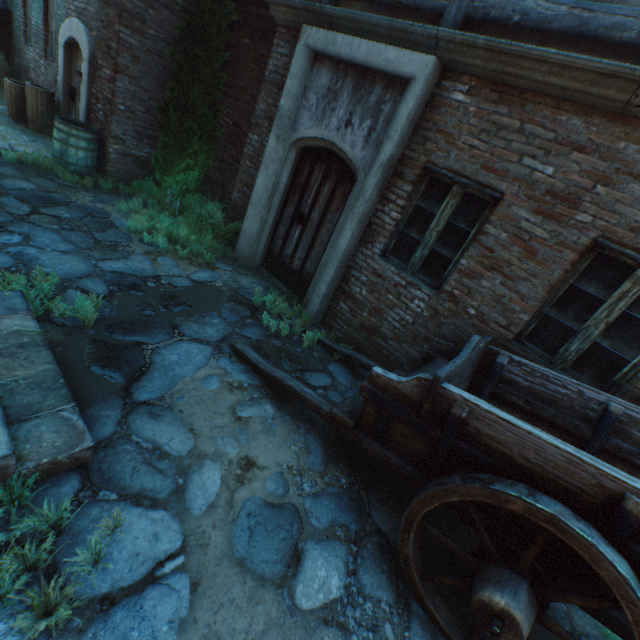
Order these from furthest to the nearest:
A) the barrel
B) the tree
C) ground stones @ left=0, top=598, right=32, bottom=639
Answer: the barrel
the tree
ground stones @ left=0, top=598, right=32, bottom=639

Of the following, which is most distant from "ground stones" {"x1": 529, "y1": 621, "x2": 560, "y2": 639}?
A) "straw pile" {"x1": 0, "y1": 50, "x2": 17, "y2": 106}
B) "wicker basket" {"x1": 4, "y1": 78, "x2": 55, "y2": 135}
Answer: "straw pile" {"x1": 0, "y1": 50, "x2": 17, "y2": 106}

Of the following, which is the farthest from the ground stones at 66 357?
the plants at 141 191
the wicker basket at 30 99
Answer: the wicker basket at 30 99

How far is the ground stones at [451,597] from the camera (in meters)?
2.42

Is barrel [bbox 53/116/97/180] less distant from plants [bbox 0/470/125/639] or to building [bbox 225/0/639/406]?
building [bbox 225/0/639/406]

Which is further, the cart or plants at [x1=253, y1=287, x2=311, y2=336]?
plants at [x1=253, y1=287, x2=311, y2=336]

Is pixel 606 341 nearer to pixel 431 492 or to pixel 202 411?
pixel 431 492

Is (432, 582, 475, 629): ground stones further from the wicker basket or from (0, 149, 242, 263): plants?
the wicker basket
